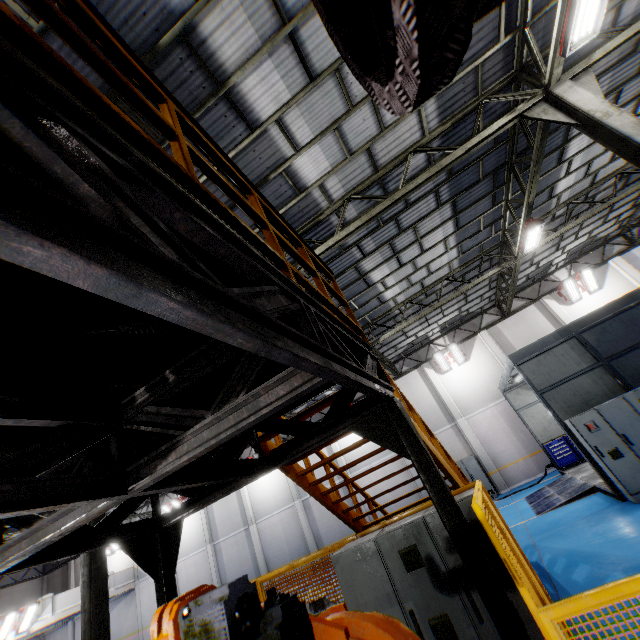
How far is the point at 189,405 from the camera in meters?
3.6

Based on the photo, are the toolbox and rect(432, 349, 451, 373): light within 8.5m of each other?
yes

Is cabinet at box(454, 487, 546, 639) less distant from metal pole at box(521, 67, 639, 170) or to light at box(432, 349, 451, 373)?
metal pole at box(521, 67, 639, 170)

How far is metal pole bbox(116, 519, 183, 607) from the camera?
4.2 meters

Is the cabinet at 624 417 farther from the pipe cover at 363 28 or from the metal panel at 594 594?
the pipe cover at 363 28

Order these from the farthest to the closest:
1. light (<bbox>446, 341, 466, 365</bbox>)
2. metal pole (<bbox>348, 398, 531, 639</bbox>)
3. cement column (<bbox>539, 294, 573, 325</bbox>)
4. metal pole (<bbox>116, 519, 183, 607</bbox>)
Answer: light (<bbox>446, 341, 466, 365</bbox>) < cement column (<bbox>539, 294, 573, 325</bbox>) < metal pole (<bbox>116, 519, 183, 607</bbox>) < metal pole (<bbox>348, 398, 531, 639</bbox>)

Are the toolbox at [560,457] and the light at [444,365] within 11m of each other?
yes

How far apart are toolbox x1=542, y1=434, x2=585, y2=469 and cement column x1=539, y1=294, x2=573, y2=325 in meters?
4.6
